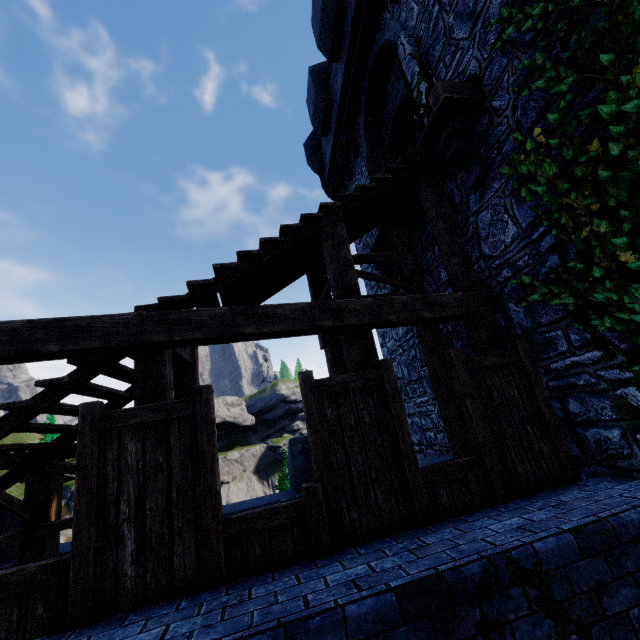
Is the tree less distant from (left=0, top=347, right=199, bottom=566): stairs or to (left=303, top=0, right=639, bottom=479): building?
(left=303, top=0, right=639, bottom=479): building

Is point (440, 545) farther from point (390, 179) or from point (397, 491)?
point (390, 179)

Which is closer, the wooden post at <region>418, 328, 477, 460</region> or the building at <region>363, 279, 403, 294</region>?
the wooden post at <region>418, 328, 477, 460</region>

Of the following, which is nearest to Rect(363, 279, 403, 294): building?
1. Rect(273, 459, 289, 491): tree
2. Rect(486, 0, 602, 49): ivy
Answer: Rect(486, 0, 602, 49): ivy

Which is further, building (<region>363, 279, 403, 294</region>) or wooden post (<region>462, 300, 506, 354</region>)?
building (<region>363, 279, 403, 294</region>)

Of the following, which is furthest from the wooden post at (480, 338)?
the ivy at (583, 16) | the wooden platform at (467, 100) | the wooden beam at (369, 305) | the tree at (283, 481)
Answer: the tree at (283, 481)

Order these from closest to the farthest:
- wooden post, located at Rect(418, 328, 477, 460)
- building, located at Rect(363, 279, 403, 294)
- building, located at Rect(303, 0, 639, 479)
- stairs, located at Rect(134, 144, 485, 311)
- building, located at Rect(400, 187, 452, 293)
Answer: building, located at Rect(303, 0, 639, 479)
stairs, located at Rect(134, 144, 485, 311)
wooden post, located at Rect(418, 328, 477, 460)
building, located at Rect(400, 187, 452, 293)
building, located at Rect(363, 279, 403, 294)

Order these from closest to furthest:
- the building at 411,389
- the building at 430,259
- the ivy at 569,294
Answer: the ivy at 569,294 → the building at 430,259 → the building at 411,389
